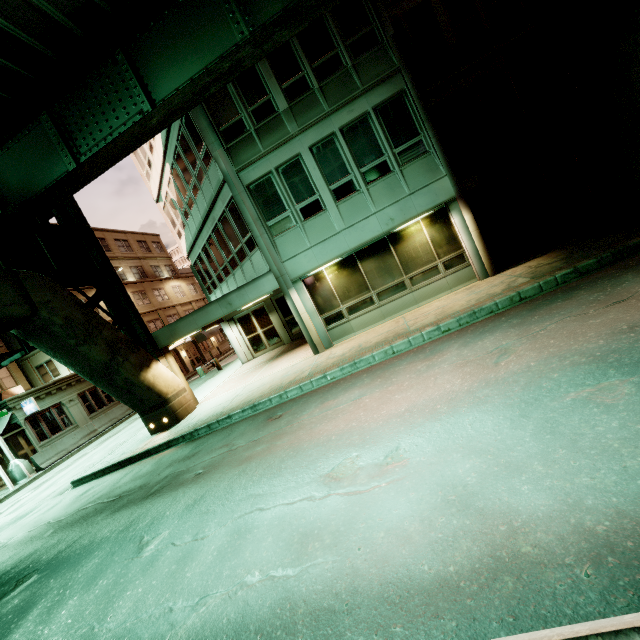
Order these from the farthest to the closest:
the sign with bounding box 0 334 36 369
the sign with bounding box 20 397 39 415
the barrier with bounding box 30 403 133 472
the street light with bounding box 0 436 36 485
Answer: the sign with bounding box 20 397 39 415 → the barrier with bounding box 30 403 133 472 → the street light with bounding box 0 436 36 485 → the sign with bounding box 0 334 36 369

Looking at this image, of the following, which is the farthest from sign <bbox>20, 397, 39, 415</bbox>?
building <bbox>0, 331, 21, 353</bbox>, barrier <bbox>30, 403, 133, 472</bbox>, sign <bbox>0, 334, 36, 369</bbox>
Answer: sign <bbox>0, 334, 36, 369</bbox>

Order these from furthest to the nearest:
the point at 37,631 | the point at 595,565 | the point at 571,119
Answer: the point at 571,119, the point at 37,631, the point at 595,565

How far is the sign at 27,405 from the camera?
20.8m

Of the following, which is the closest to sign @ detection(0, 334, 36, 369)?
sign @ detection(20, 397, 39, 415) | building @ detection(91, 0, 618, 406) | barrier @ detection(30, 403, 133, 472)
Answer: building @ detection(91, 0, 618, 406)

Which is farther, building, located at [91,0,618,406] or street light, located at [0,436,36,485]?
street light, located at [0,436,36,485]

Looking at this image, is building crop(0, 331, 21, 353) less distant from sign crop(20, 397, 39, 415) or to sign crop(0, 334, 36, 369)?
sign crop(20, 397, 39, 415)

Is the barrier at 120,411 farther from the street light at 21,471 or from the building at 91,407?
the building at 91,407
